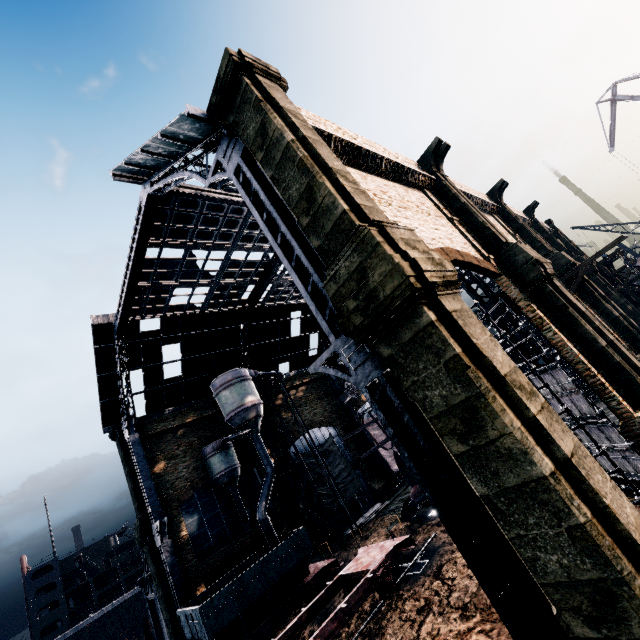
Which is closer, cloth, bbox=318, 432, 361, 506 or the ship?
cloth, bbox=318, 432, 361, 506

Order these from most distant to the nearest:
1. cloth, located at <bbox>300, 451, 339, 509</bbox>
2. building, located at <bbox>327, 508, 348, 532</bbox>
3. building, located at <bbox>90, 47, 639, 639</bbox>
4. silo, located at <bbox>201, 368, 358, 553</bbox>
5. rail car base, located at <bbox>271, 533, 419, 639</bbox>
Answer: building, located at <bbox>327, 508, 348, 532</bbox>, cloth, located at <bbox>300, 451, 339, 509</bbox>, silo, located at <bbox>201, 368, 358, 553</bbox>, rail car base, located at <bbox>271, 533, 419, 639</bbox>, building, located at <bbox>90, 47, 639, 639</bbox>

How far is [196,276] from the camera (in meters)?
26.75

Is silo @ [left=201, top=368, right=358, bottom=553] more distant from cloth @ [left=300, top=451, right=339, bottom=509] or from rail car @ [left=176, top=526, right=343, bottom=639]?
cloth @ [left=300, top=451, right=339, bottom=509]

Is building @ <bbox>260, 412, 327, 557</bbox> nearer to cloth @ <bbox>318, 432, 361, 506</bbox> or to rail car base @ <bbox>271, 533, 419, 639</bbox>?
cloth @ <bbox>318, 432, 361, 506</bbox>

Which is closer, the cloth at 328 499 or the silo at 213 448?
the silo at 213 448

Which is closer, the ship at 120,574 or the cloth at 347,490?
the cloth at 347,490

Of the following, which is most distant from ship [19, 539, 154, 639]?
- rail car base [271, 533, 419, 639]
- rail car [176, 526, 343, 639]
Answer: rail car base [271, 533, 419, 639]
